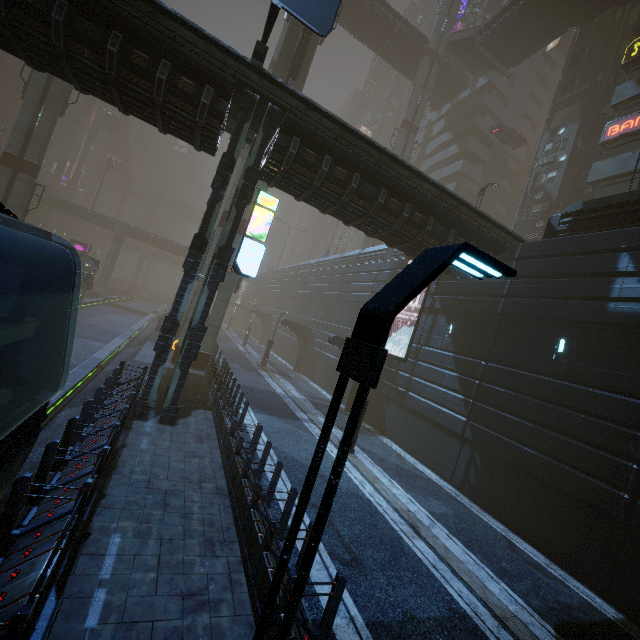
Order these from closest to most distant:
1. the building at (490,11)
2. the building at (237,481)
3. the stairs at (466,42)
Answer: the building at (237,481)
the stairs at (466,42)
the building at (490,11)

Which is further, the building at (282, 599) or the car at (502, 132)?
the car at (502, 132)

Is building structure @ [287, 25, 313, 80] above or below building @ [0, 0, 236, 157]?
above

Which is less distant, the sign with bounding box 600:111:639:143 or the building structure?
the building structure

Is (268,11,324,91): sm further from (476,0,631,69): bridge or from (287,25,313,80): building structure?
(476,0,631,69): bridge

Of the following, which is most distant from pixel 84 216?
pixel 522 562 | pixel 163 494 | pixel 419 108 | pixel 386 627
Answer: pixel 522 562

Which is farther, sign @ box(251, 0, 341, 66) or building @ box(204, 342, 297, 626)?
sign @ box(251, 0, 341, 66)

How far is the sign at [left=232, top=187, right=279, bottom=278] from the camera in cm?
1173
